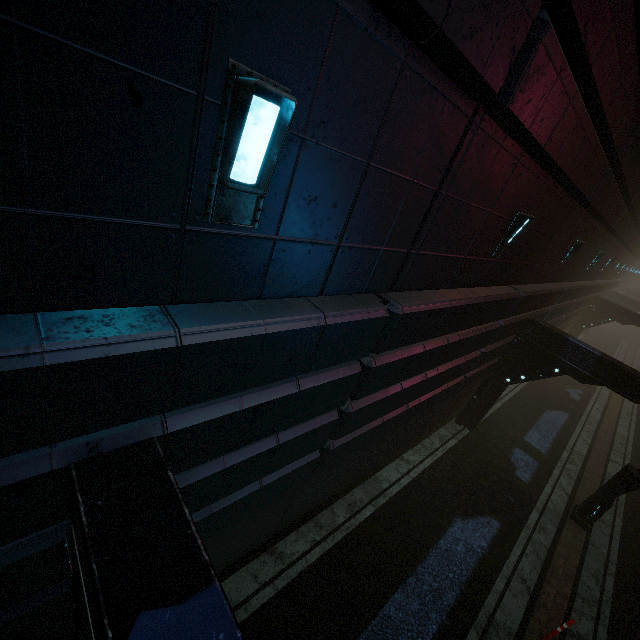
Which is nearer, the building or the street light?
the building

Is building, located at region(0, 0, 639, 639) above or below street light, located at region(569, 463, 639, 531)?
above

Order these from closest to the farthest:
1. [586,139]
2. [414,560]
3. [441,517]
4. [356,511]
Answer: [586,139]
[414,560]
[356,511]
[441,517]

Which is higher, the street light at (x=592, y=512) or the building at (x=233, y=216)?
the building at (x=233, y=216)

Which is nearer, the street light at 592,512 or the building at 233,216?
the building at 233,216
